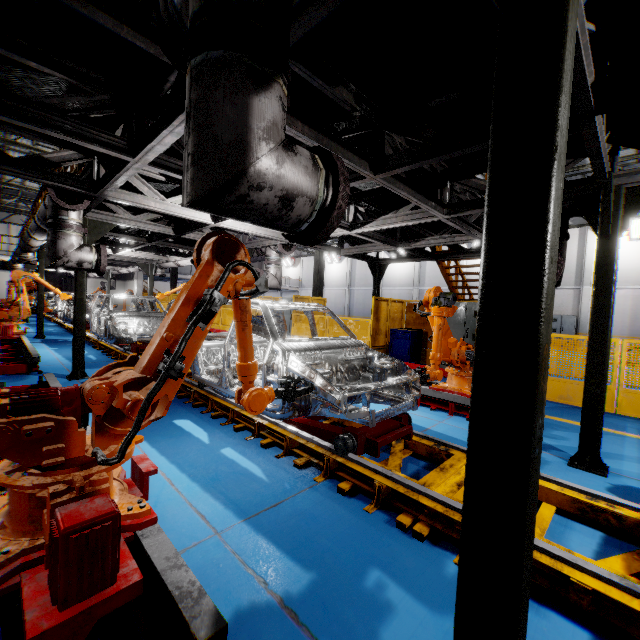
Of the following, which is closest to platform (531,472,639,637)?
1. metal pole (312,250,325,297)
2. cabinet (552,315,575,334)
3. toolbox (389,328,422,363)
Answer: toolbox (389,328,422,363)

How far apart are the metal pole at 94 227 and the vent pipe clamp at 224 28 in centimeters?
624cm

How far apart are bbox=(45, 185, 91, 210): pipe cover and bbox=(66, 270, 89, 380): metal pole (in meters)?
1.13

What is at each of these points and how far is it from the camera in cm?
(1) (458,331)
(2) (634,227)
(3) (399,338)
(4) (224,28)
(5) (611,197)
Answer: (1) cabinet, 978
(2) light, 1873
(3) toolbox, 1079
(4) vent pipe clamp, 138
(5) metal pole, 363

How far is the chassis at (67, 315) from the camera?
14.9m

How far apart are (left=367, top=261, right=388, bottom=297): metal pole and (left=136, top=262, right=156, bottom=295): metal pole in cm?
1021

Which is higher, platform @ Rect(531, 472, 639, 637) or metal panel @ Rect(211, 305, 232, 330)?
metal panel @ Rect(211, 305, 232, 330)

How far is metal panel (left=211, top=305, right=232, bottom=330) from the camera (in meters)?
16.86
